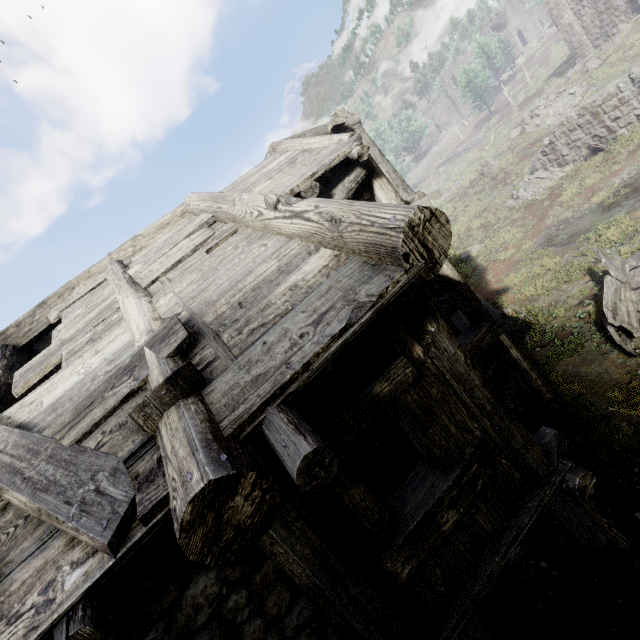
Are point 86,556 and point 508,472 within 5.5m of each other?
yes

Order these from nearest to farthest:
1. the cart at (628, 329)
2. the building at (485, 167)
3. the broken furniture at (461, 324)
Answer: the cart at (628, 329), the broken furniture at (461, 324), the building at (485, 167)

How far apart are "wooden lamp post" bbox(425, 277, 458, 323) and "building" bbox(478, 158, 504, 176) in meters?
16.9 m

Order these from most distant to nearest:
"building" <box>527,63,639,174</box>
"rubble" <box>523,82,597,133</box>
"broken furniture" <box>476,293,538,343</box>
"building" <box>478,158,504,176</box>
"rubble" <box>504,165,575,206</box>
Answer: "building" <box>478,158,504,176</box> → "rubble" <box>523,82,597,133</box> → "rubble" <box>504,165,575,206</box> → "building" <box>527,63,639,174</box> → "broken furniture" <box>476,293,538,343</box>

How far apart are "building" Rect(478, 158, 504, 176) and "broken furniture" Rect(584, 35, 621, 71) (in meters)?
9.34

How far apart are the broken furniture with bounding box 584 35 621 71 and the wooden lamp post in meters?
24.6

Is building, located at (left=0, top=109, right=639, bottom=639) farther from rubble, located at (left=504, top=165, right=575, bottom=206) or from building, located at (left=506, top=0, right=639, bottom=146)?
building, located at (left=506, top=0, right=639, bottom=146)

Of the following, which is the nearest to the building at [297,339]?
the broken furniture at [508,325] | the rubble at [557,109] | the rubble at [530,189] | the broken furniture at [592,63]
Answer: the broken furniture at [508,325]
